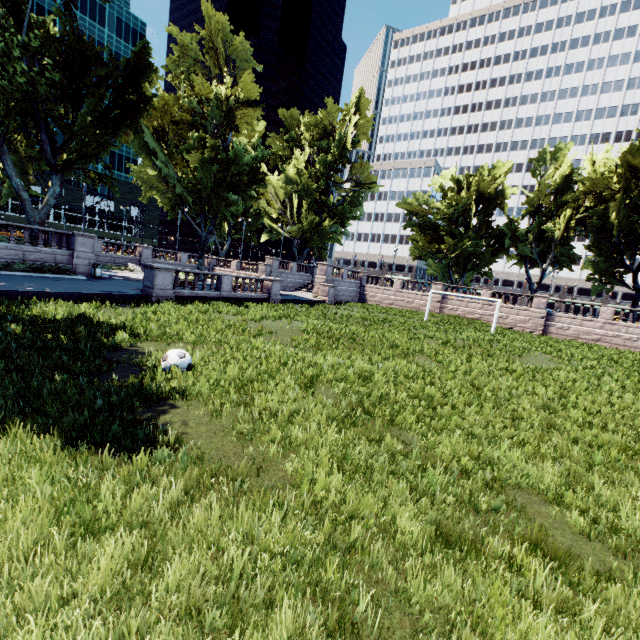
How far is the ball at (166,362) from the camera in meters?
7.5 m

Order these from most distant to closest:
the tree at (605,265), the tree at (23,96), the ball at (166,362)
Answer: the tree at (605,265)
the tree at (23,96)
the ball at (166,362)

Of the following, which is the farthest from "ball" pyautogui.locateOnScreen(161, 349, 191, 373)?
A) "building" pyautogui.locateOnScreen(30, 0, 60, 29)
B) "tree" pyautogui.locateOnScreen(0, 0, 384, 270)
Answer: "building" pyautogui.locateOnScreen(30, 0, 60, 29)

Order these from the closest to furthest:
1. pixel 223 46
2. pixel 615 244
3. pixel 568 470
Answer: pixel 568 470, pixel 223 46, pixel 615 244

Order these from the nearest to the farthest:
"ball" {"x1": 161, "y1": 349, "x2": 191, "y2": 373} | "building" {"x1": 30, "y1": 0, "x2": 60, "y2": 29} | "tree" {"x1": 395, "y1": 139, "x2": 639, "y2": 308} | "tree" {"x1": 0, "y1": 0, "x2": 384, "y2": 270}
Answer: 1. "ball" {"x1": 161, "y1": 349, "x2": 191, "y2": 373}
2. "tree" {"x1": 0, "y1": 0, "x2": 384, "y2": 270}
3. "tree" {"x1": 395, "y1": 139, "x2": 639, "y2": 308}
4. "building" {"x1": 30, "y1": 0, "x2": 60, "y2": 29}

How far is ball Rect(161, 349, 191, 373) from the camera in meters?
7.5 m

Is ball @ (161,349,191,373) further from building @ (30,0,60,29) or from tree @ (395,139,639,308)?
building @ (30,0,60,29)
